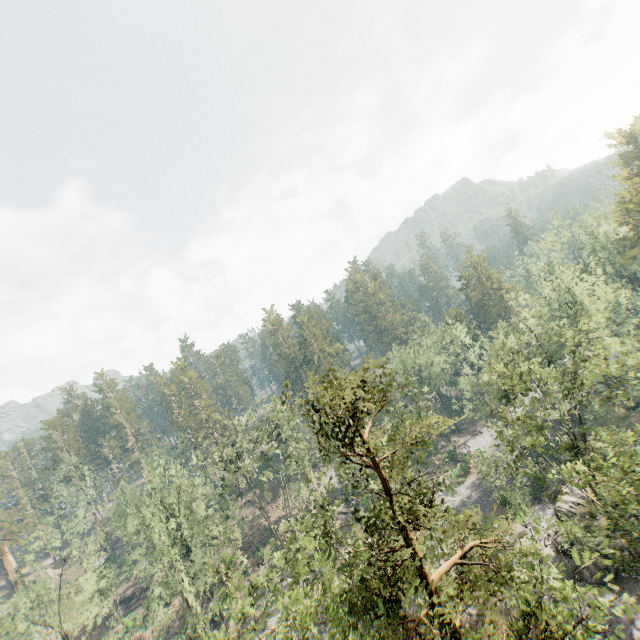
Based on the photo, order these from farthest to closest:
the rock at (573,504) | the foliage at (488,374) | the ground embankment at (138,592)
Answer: the ground embankment at (138,592) → the rock at (573,504) → the foliage at (488,374)

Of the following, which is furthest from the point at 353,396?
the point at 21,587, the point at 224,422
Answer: the point at 21,587

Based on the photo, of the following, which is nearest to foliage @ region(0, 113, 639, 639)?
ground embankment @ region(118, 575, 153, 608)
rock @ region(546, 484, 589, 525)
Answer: rock @ region(546, 484, 589, 525)

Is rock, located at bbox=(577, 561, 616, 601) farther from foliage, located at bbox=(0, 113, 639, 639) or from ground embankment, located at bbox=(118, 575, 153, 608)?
ground embankment, located at bbox=(118, 575, 153, 608)

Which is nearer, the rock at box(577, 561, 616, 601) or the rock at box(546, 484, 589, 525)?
the rock at box(577, 561, 616, 601)

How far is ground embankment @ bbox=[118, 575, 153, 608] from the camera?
55.3m

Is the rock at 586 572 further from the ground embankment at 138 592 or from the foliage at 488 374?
the ground embankment at 138 592
